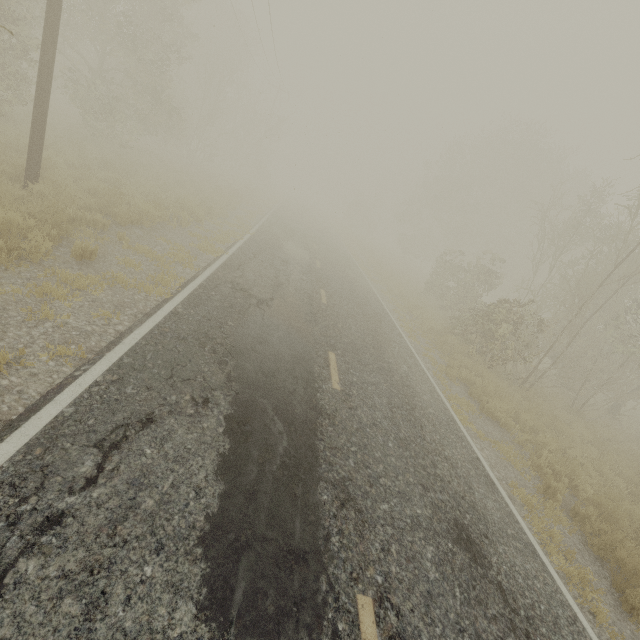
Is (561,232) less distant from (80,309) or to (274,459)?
(274,459)

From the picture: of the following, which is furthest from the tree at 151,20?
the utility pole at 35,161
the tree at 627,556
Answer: the tree at 627,556

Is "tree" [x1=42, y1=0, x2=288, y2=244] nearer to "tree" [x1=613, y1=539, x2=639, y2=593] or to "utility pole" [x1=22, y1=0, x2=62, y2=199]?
"utility pole" [x1=22, y1=0, x2=62, y2=199]

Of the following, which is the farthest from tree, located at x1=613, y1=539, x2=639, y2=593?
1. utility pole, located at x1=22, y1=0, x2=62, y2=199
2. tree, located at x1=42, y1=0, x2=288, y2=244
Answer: tree, located at x1=42, y1=0, x2=288, y2=244

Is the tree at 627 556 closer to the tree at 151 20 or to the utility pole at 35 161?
the utility pole at 35 161

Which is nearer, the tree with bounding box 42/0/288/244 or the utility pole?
the utility pole
